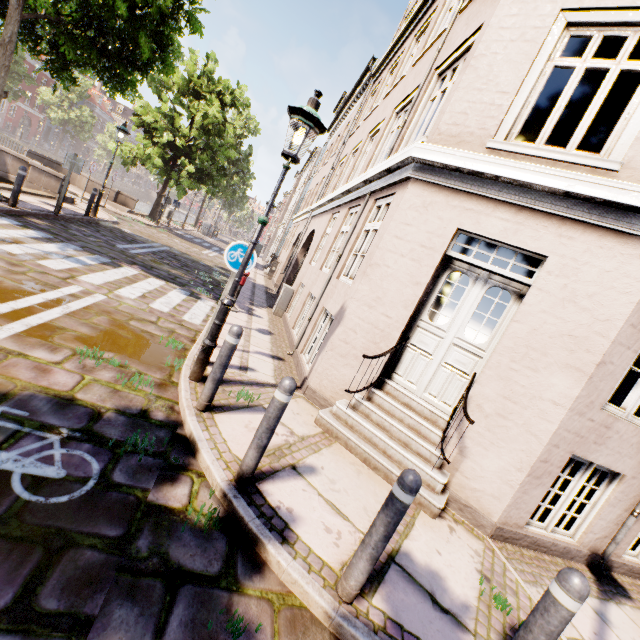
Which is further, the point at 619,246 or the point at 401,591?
the point at 619,246

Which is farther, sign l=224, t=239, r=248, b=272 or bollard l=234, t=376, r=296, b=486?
sign l=224, t=239, r=248, b=272

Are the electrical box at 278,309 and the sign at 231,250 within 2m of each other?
no

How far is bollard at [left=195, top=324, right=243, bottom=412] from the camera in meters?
3.7 m

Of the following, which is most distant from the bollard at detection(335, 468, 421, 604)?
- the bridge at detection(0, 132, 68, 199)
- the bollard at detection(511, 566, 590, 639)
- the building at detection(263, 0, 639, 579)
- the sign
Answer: the bridge at detection(0, 132, 68, 199)

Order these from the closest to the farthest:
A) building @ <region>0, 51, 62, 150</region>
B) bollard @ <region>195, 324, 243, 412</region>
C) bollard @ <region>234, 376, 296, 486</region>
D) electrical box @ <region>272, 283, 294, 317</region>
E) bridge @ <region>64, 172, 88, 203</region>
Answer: bollard @ <region>234, 376, 296, 486</region>, bollard @ <region>195, 324, 243, 412</region>, electrical box @ <region>272, 283, 294, 317</region>, bridge @ <region>64, 172, 88, 203</region>, building @ <region>0, 51, 62, 150</region>

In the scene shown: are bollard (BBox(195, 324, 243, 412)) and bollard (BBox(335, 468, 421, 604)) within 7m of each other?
yes

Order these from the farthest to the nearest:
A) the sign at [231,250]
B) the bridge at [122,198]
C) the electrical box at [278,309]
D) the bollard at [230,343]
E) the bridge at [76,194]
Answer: the bridge at [122,198] → the bridge at [76,194] → the electrical box at [278,309] → the sign at [231,250] → the bollard at [230,343]
